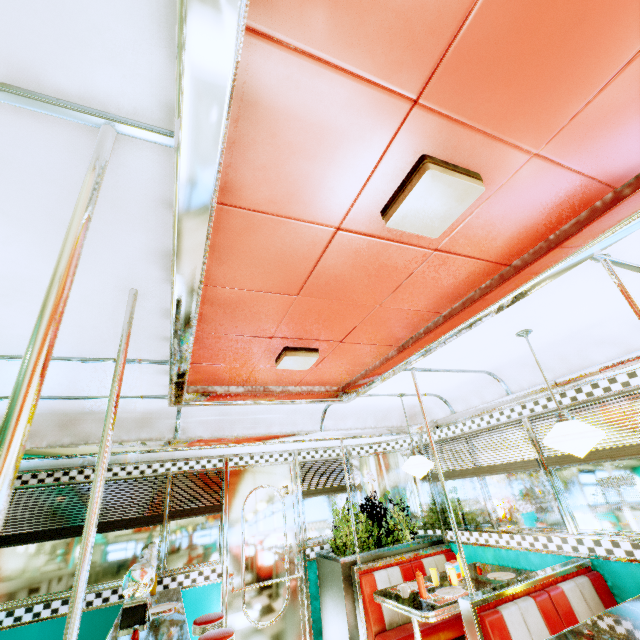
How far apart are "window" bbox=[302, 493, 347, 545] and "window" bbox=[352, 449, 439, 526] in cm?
15

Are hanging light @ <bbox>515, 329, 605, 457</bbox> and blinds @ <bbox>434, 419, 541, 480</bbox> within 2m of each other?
yes

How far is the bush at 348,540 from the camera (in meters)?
4.66

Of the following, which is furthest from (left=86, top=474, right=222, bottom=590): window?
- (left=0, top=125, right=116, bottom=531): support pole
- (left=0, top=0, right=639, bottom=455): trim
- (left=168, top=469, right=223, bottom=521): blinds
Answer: (left=0, top=125, right=116, bottom=531): support pole

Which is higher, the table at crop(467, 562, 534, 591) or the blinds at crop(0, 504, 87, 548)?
the blinds at crop(0, 504, 87, 548)

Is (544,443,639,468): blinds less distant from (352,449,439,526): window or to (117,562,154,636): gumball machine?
(352,449,439,526): window

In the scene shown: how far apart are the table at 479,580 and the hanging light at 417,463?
1.1 meters

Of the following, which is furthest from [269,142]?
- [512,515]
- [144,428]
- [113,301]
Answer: [512,515]
